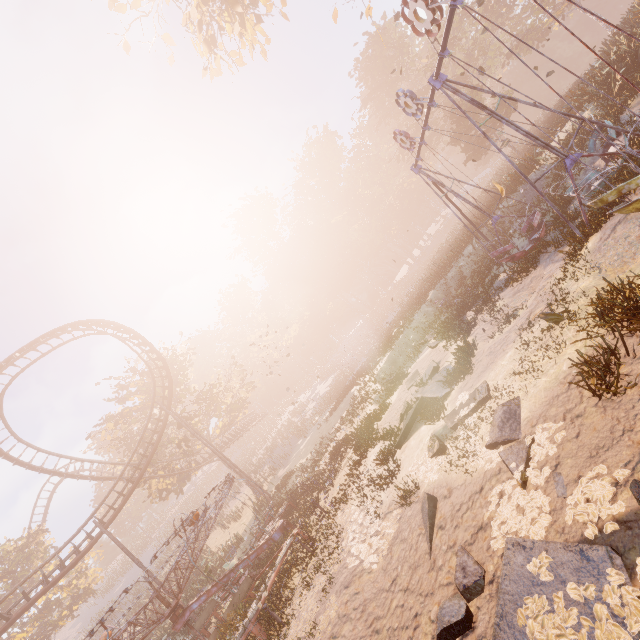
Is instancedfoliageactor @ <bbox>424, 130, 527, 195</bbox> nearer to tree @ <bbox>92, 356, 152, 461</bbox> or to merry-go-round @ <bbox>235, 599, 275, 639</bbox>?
merry-go-round @ <bbox>235, 599, 275, 639</bbox>

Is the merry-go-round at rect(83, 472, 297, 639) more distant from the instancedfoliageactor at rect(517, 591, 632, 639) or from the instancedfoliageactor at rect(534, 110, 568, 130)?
the instancedfoliageactor at rect(534, 110, 568, 130)

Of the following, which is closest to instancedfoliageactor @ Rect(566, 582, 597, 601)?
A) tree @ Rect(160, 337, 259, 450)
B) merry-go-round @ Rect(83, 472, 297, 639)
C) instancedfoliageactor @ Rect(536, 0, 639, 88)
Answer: merry-go-round @ Rect(83, 472, 297, 639)

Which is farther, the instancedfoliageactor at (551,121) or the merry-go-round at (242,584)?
the instancedfoliageactor at (551,121)

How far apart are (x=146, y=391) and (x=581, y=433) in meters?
36.7

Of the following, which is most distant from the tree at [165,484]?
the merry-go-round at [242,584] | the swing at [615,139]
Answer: the swing at [615,139]

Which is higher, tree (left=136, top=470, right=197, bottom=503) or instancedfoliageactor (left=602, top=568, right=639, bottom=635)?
tree (left=136, top=470, right=197, bottom=503)

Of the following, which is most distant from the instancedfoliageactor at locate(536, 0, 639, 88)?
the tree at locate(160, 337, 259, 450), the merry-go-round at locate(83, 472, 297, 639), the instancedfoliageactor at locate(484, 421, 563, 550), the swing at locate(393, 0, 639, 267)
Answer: the instancedfoliageactor at locate(484, 421, 563, 550)
